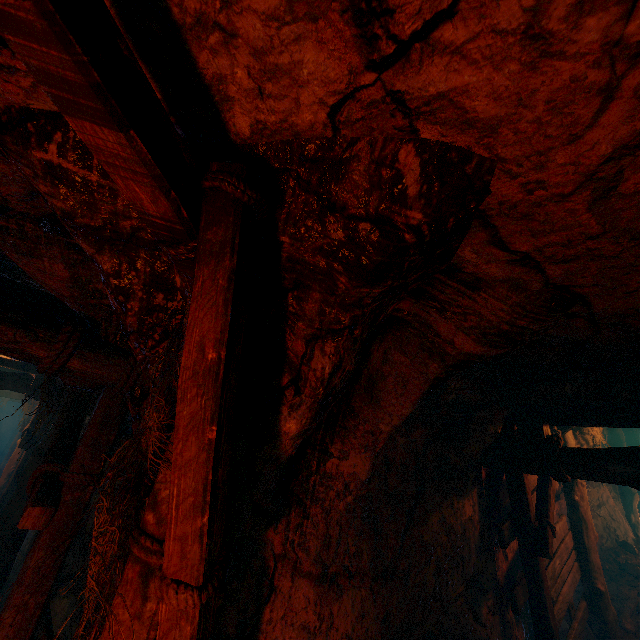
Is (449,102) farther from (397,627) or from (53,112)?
(397,627)

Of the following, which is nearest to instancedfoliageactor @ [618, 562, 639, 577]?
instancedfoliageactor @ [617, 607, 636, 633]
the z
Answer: the z

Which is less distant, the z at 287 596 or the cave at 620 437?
the z at 287 596

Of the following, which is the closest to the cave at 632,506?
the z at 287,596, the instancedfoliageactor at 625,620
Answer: the z at 287,596

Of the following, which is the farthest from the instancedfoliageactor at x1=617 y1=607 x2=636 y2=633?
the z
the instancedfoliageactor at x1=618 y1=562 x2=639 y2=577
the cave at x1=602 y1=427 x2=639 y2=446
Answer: the cave at x1=602 y1=427 x2=639 y2=446

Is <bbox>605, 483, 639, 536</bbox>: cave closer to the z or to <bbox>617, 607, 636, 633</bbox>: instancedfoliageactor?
the z

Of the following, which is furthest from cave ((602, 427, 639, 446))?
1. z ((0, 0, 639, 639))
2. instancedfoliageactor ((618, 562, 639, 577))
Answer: instancedfoliageactor ((618, 562, 639, 577))

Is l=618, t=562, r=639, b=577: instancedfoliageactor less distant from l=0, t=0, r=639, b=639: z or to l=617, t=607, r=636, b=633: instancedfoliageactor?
l=0, t=0, r=639, b=639: z
